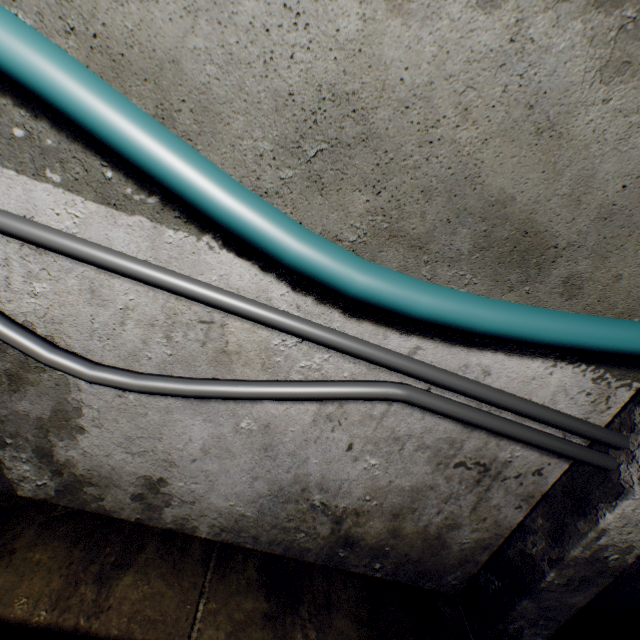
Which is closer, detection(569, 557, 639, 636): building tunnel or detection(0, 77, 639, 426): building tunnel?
detection(0, 77, 639, 426): building tunnel

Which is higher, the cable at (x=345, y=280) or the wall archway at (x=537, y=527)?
the cable at (x=345, y=280)

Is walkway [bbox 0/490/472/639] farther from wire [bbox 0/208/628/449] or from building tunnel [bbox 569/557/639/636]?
wire [bbox 0/208/628/449]

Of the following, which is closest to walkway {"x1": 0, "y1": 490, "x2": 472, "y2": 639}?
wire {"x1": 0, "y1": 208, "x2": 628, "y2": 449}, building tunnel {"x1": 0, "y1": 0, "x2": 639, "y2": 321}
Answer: building tunnel {"x1": 0, "y1": 0, "x2": 639, "y2": 321}

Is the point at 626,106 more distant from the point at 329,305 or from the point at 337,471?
the point at 337,471

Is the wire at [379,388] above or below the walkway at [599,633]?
above
